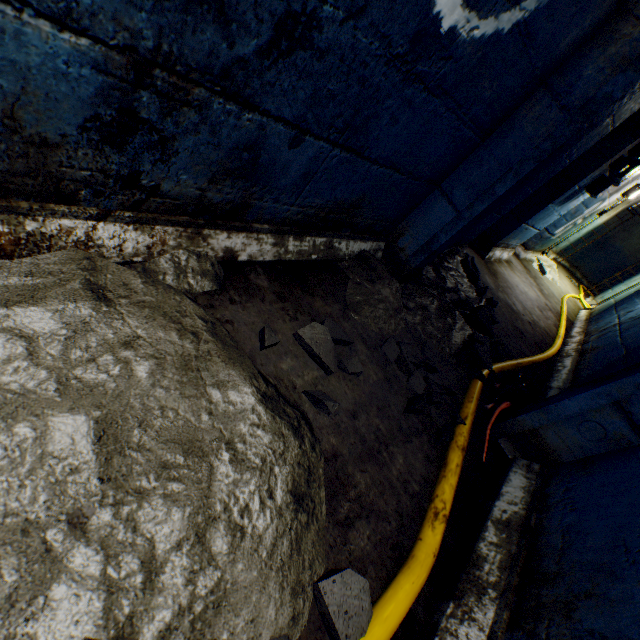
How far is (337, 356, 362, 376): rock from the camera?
1.46m

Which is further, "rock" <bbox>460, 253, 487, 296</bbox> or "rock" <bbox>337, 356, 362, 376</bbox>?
"rock" <bbox>460, 253, 487, 296</bbox>

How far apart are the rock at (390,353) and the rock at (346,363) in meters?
0.3 m

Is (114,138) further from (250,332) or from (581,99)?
(581,99)

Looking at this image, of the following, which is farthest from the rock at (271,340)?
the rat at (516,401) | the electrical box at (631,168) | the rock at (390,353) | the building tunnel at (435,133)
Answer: the electrical box at (631,168)

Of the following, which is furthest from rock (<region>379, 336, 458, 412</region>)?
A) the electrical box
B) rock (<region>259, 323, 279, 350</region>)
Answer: the electrical box

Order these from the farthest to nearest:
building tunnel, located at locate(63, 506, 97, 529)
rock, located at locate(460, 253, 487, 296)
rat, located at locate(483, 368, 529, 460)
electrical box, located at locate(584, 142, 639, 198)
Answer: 1. electrical box, located at locate(584, 142, 639, 198)
2. rock, located at locate(460, 253, 487, 296)
3. rat, located at locate(483, 368, 529, 460)
4. building tunnel, located at locate(63, 506, 97, 529)

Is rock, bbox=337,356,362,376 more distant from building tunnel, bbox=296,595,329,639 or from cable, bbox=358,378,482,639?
cable, bbox=358,378,482,639
